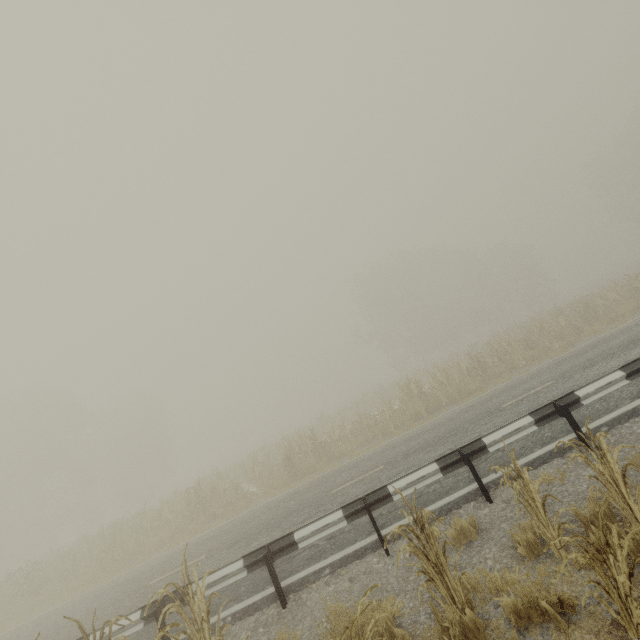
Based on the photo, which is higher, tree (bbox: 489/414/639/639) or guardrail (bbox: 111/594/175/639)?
guardrail (bbox: 111/594/175/639)

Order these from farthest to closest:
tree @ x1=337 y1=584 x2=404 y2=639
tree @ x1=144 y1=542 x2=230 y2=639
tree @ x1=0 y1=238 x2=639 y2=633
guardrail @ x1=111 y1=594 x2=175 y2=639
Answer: tree @ x1=0 y1=238 x2=639 y2=633
guardrail @ x1=111 y1=594 x2=175 y2=639
tree @ x1=144 y1=542 x2=230 y2=639
tree @ x1=337 y1=584 x2=404 y2=639

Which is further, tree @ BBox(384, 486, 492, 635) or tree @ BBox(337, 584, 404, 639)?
tree @ BBox(384, 486, 492, 635)

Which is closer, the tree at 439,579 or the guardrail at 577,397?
the tree at 439,579

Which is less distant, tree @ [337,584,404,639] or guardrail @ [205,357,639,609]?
tree @ [337,584,404,639]

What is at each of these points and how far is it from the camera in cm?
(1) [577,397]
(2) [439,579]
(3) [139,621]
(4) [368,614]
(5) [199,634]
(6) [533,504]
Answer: (1) guardrail, 611
(2) tree, 355
(3) guardrail, 576
(4) tree, 379
(5) tree, 274
(6) tree, 386

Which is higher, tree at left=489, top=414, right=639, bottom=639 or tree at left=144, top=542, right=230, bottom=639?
tree at left=144, top=542, right=230, bottom=639
